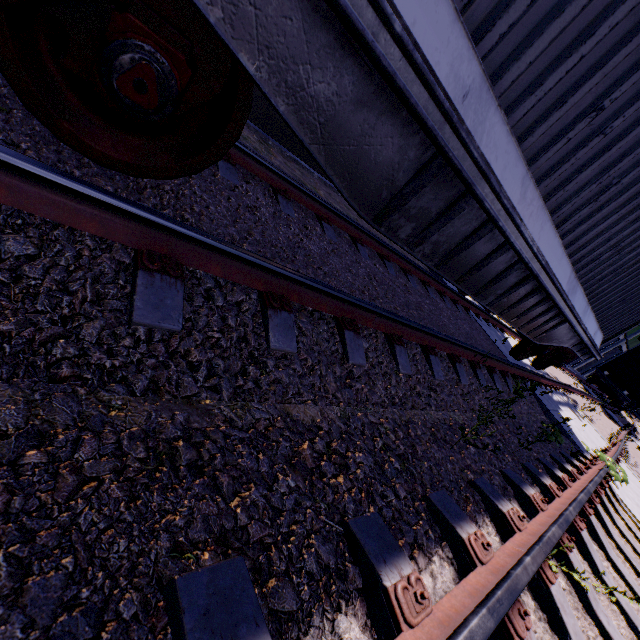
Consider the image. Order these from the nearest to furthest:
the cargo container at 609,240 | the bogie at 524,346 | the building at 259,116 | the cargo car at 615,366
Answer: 1. the cargo container at 609,240
2. the building at 259,116
3. the bogie at 524,346
4. the cargo car at 615,366

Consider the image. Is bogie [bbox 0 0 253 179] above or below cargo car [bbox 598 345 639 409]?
below

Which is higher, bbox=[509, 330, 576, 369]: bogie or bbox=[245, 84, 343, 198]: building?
bbox=[509, 330, 576, 369]: bogie

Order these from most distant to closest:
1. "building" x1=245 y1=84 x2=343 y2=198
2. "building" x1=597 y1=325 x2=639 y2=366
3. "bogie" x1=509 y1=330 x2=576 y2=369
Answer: "building" x1=597 y1=325 x2=639 y2=366
"bogie" x1=509 y1=330 x2=576 y2=369
"building" x1=245 y1=84 x2=343 y2=198

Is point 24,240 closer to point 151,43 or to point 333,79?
point 151,43

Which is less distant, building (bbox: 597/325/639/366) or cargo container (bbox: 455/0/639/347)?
cargo container (bbox: 455/0/639/347)

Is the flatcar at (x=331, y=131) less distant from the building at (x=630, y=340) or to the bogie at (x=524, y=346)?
the bogie at (x=524, y=346)

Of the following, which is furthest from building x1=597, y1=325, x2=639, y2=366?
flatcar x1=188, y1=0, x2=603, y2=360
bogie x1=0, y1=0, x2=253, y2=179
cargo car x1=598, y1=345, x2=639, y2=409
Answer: bogie x1=0, y1=0, x2=253, y2=179
